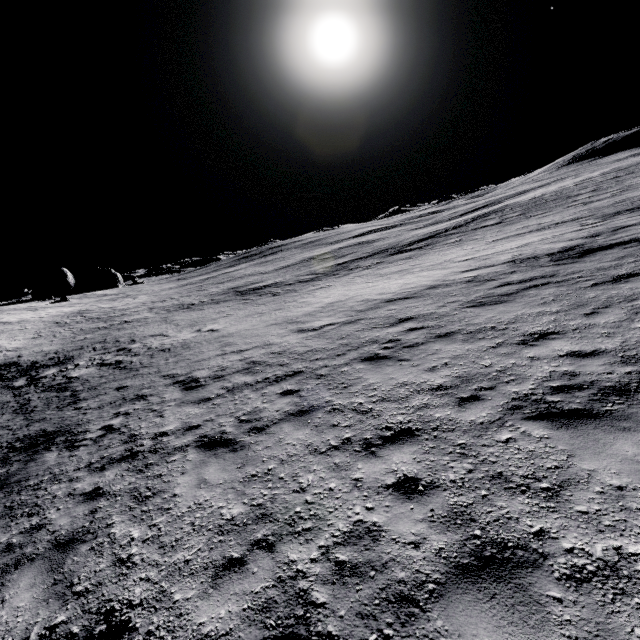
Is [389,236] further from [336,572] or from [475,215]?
[336,572]
